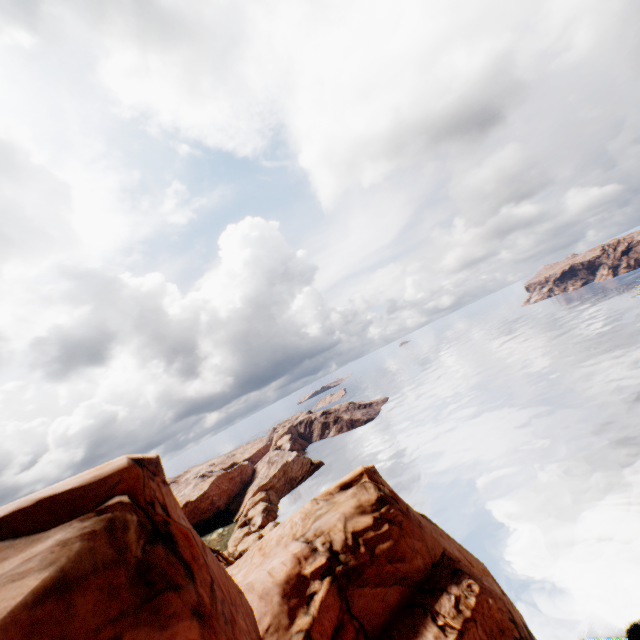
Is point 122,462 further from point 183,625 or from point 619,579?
point 619,579
